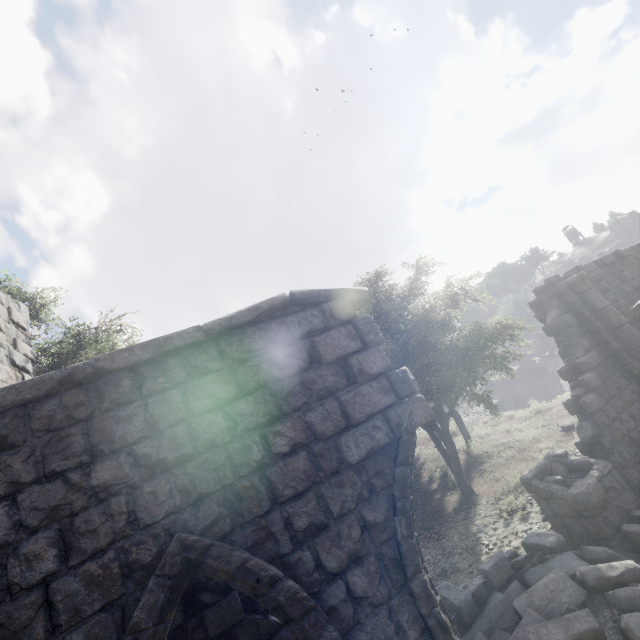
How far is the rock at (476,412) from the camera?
22.91m

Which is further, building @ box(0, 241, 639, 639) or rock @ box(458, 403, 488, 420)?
rock @ box(458, 403, 488, 420)

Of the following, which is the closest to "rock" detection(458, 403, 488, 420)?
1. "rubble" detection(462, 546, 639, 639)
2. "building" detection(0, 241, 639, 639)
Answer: "building" detection(0, 241, 639, 639)

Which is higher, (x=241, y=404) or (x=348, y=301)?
(x=348, y=301)

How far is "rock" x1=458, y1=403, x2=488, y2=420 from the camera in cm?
2291

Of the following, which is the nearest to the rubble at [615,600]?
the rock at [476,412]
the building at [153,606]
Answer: the building at [153,606]

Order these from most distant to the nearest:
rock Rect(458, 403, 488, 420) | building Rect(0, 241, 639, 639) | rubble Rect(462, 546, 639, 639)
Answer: rock Rect(458, 403, 488, 420) → rubble Rect(462, 546, 639, 639) → building Rect(0, 241, 639, 639)

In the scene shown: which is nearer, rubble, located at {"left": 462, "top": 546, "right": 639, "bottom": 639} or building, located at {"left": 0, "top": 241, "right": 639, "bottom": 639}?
building, located at {"left": 0, "top": 241, "right": 639, "bottom": 639}
